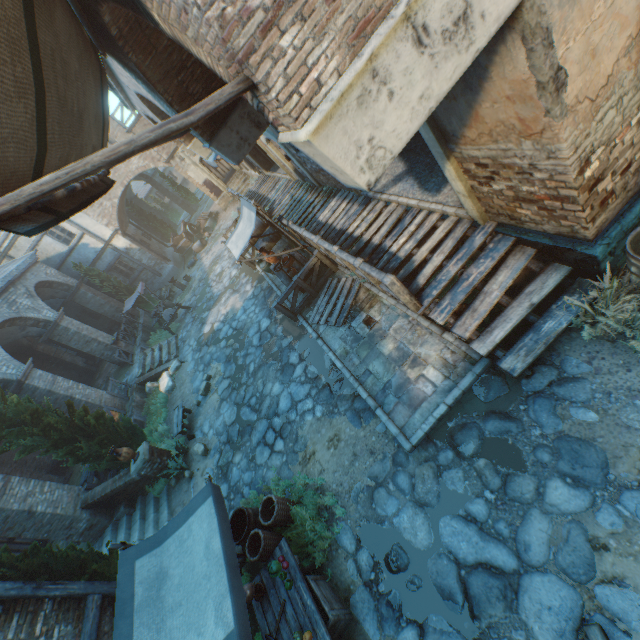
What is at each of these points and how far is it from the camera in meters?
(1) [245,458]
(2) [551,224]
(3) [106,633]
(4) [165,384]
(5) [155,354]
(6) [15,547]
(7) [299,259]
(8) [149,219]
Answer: (1) ground stones, 8.6 m
(2) building, 4.6 m
(3) building, 5.7 m
(4) rocks, 14.5 m
(5) stairs, 16.8 m
(6) door, 12.2 m
(7) table, 10.5 m
(8) tree, 28.8 m

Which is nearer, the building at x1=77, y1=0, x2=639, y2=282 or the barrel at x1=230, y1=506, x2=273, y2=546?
the building at x1=77, y1=0, x2=639, y2=282

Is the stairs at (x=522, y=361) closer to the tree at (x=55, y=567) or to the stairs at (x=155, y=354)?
the tree at (x=55, y=567)

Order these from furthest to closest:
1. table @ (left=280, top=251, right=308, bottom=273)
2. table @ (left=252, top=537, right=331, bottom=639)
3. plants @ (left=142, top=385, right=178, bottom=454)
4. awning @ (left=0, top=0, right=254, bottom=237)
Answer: plants @ (left=142, top=385, right=178, bottom=454) < table @ (left=280, top=251, right=308, bottom=273) < table @ (left=252, top=537, right=331, bottom=639) < awning @ (left=0, top=0, right=254, bottom=237)

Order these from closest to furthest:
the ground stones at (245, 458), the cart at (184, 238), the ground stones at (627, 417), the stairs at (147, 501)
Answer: the ground stones at (627, 417) < the ground stones at (245, 458) < the stairs at (147, 501) < the cart at (184, 238)

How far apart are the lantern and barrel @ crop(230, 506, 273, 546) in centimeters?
72cm

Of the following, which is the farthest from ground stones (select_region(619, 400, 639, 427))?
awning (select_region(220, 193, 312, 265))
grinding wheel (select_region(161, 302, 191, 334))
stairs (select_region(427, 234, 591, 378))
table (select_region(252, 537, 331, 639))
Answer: grinding wheel (select_region(161, 302, 191, 334))

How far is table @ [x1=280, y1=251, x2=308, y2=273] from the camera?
10.1 meters
